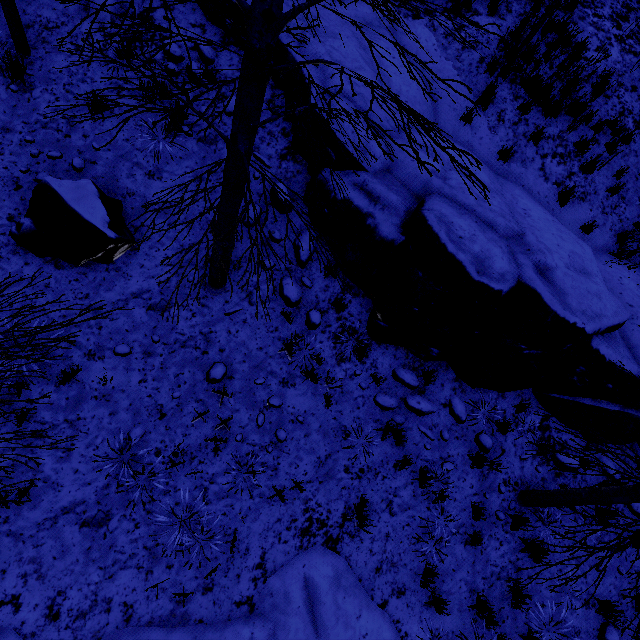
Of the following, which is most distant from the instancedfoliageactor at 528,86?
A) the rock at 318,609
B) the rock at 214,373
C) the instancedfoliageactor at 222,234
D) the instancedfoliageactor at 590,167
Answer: the rock at 318,609

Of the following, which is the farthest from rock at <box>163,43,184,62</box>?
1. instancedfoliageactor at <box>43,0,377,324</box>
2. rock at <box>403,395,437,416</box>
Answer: instancedfoliageactor at <box>43,0,377,324</box>

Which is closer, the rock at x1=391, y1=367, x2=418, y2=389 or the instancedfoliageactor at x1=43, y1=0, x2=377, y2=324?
the instancedfoliageactor at x1=43, y1=0, x2=377, y2=324

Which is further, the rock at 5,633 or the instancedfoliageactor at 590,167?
the instancedfoliageactor at 590,167

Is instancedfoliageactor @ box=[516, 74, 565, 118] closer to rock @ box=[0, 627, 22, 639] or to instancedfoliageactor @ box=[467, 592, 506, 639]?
instancedfoliageactor @ box=[467, 592, 506, 639]

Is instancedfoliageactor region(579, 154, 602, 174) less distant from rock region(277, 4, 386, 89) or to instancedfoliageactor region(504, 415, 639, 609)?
rock region(277, 4, 386, 89)

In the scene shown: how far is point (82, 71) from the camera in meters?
5.6

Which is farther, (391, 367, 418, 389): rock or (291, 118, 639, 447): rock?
(391, 367, 418, 389): rock
